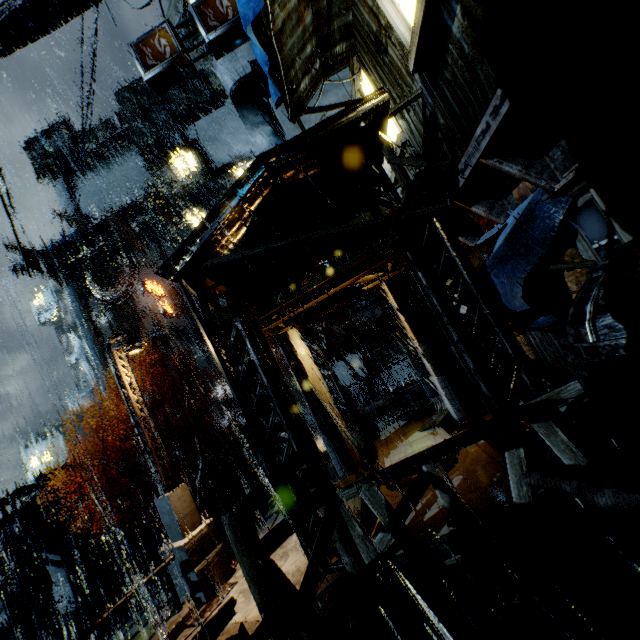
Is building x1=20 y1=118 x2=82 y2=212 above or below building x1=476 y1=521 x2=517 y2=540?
above

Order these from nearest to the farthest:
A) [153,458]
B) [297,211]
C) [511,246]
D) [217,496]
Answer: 1. [511,246]
2. [153,458]
3. [297,211]
4. [217,496]

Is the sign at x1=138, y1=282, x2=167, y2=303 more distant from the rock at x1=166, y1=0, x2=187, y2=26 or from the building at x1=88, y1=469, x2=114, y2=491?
the rock at x1=166, y1=0, x2=187, y2=26

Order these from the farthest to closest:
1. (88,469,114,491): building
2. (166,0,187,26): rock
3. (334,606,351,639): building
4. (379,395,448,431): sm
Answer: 1. (166,0,187,26): rock
2. (88,469,114,491): building
3. (379,395,448,431): sm
4. (334,606,351,639): building

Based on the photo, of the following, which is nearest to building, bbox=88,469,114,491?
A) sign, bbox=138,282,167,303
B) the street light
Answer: sign, bbox=138,282,167,303

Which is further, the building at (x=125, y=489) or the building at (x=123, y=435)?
the building at (x=123, y=435)
